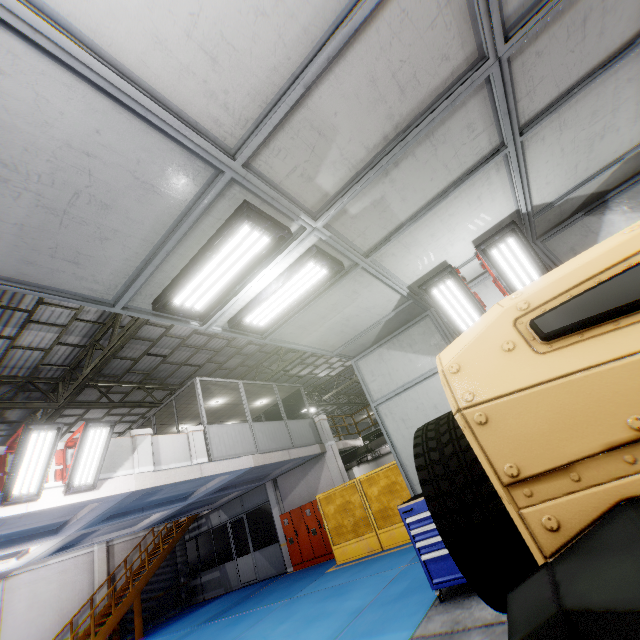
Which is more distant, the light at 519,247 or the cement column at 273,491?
the cement column at 273,491

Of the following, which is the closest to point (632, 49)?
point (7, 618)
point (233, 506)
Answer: point (233, 506)

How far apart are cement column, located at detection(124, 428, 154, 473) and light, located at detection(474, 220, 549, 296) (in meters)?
9.34

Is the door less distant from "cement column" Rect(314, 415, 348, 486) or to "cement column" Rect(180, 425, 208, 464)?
"cement column" Rect(314, 415, 348, 486)

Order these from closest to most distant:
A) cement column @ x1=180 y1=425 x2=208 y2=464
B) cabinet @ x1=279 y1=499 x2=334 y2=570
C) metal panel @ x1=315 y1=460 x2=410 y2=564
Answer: cement column @ x1=180 y1=425 x2=208 y2=464 → metal panel @ x1=315 y1=460 x2=410 y2=564 → cabinet @ x1=279 y1=499 x2=334 y2=570

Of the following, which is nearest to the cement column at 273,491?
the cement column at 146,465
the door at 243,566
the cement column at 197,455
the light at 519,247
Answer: the door at 243,566

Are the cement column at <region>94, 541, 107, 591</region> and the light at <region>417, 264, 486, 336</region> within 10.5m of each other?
no

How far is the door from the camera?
15.55m
